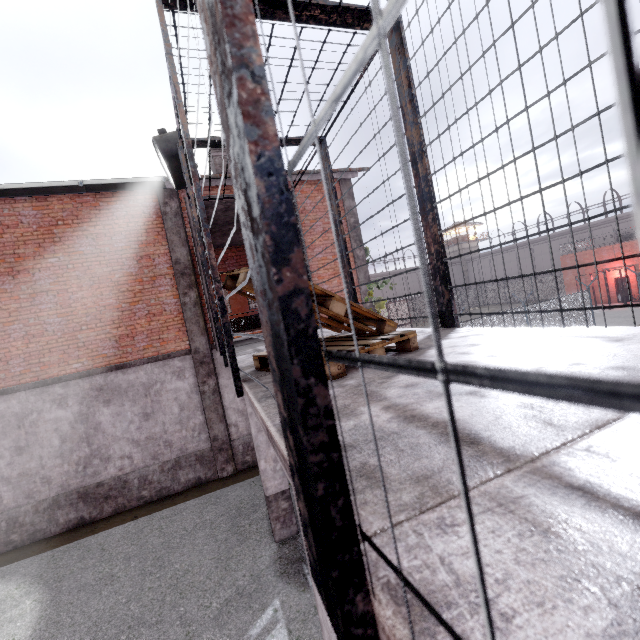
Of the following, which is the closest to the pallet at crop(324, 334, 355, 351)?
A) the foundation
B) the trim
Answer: the foundation

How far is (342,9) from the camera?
2.75m

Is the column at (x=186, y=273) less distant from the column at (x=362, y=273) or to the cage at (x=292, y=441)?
the cage at (x=292, y=441)

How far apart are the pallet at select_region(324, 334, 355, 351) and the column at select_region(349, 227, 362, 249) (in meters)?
→ 8.46

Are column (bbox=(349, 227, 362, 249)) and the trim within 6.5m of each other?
no

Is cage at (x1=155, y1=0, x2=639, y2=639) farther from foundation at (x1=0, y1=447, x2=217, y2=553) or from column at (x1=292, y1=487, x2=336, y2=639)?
foundation at (x1=0, y1=447, x2=217, y2=553)

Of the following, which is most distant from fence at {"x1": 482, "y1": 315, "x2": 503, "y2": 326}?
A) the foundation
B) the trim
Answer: the trim

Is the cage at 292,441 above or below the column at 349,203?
below
